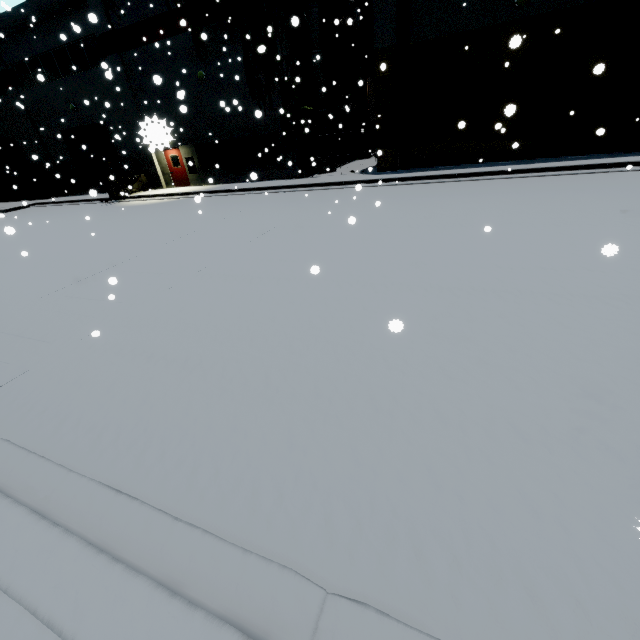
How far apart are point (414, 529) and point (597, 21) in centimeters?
1818cm

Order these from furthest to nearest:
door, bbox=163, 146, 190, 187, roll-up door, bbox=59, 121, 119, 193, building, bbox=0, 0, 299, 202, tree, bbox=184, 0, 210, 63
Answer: roll-up door, bbox=59, 121, 119, 193
door, bbox=163, 146, 190, 187
building, bbox=0, 0, 299, 202
tree, bbox=184, 0, 210, 63

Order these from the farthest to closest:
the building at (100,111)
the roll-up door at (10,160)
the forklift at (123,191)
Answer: the roll-up door at (10,160) → the forklift at (123,191) → the building at (100,111)

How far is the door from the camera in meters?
20.9

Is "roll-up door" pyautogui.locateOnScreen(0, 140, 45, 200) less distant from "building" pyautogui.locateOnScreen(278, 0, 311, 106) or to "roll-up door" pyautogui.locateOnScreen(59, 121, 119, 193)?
"building" pyautogui.locateOnScreen(278, 0, 311, 106)

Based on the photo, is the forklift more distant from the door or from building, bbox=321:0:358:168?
the door

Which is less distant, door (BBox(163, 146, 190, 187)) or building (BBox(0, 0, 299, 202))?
building (BBox(0, 0, 299, 202))

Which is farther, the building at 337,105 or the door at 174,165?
the door at 174,165
